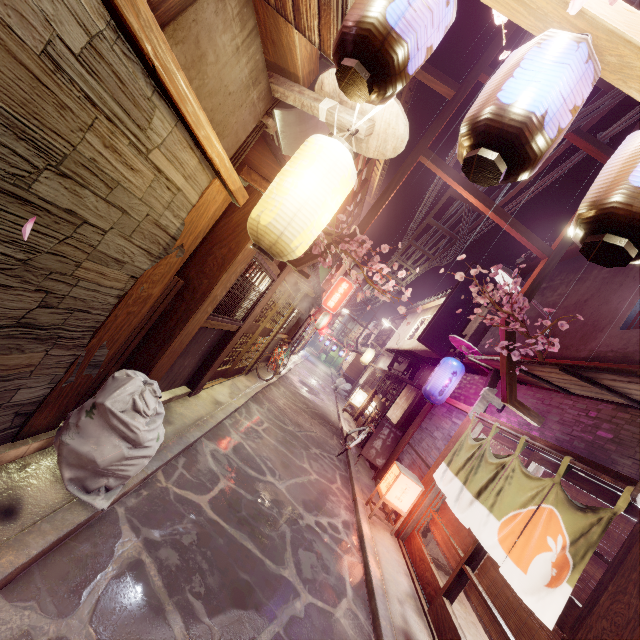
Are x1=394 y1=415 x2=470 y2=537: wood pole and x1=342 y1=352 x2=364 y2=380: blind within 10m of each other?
no

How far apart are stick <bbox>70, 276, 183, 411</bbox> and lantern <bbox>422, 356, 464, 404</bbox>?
10.4m

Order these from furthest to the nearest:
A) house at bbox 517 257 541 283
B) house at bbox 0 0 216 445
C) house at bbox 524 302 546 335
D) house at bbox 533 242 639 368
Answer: house at bbox 517 257 541 283 < house at bbox 524 302 546 335 < house at bbox 533 242 639 368 < house at bbox 0 0 216 445

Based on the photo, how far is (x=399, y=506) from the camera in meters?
11.5

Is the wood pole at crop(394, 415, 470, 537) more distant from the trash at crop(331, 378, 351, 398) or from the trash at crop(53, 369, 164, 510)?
the trash at crop(331, 378, 351, 398)

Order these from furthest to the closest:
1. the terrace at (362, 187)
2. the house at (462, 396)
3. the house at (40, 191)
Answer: the house at (462, 396), the terrace at (362, 187), the house at (40, 191)

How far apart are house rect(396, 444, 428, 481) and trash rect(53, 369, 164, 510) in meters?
10.1 m

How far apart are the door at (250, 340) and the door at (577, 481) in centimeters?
923cm
